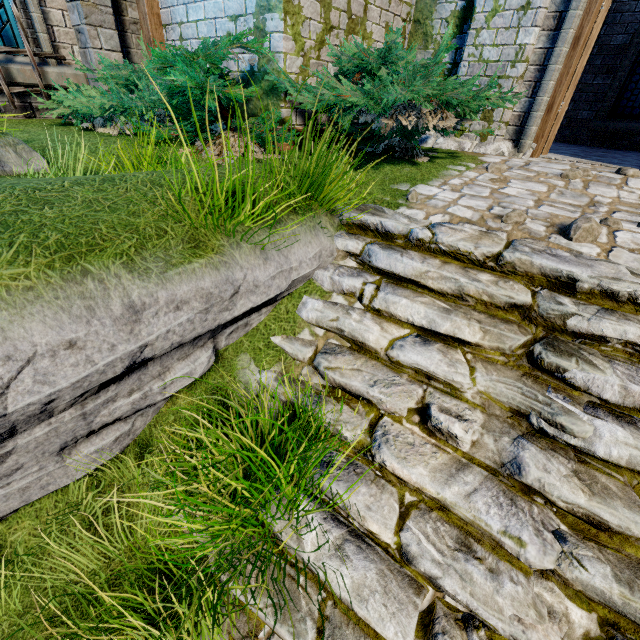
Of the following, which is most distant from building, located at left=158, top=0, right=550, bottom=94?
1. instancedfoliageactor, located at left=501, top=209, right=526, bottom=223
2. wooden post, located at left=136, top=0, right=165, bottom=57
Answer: instancedfoliageactor, located at left=501, top=209, right=526, bottom=223

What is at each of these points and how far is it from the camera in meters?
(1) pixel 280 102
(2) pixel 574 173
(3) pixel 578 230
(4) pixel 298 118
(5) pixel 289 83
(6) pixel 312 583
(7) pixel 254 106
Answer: (1) building, 4.2 m
(2) instancedfoliageactor, 4.0 m
(3) instancedfoliageactor, 2.7 m
(4) building, 4.5 m
(5) bush, 4.0 m
(6) stairs, 2.0 m
(7) building, 4.5 m

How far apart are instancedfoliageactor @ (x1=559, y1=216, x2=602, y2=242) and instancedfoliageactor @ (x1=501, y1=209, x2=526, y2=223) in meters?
0.4

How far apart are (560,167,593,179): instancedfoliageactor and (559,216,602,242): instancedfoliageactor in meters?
1.6 m

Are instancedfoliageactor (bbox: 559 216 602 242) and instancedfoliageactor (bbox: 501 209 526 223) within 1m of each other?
yes

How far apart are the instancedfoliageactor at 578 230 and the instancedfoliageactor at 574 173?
1.6m

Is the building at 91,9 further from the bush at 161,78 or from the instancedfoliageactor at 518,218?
the instancedfoliageactor at 518,218

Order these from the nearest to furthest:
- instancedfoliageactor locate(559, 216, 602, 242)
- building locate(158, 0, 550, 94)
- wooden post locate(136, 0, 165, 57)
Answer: instancedfoliageactor locate(559, 216, 602, 242)
building locate(158, 0, 550, 94)
wooden post locate(136, 0, 165, 57)
